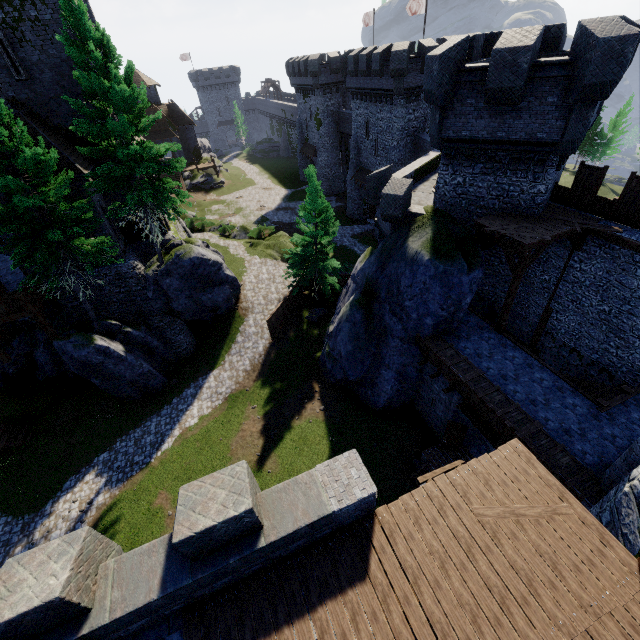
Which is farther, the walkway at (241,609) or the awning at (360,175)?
the awning at (360,175)

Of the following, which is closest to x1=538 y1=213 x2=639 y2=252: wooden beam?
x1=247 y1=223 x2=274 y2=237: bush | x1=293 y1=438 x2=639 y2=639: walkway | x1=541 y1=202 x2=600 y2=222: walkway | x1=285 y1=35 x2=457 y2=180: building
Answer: x1=541 y1=202 x2=600 y2=222: walkway

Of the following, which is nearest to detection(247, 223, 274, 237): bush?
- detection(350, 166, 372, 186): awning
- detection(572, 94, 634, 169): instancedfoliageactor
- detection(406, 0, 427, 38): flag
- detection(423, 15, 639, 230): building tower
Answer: detection(350, 166, 372, 186): awning

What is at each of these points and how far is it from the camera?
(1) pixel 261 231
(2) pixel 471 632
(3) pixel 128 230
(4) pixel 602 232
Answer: (1) bush, 36.4m
(2) walkway, 5.5m
(3) building, 23.9m
(4) wooden beam, 13.6m

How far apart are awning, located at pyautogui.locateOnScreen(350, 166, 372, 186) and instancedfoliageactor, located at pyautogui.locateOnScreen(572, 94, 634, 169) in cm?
3964

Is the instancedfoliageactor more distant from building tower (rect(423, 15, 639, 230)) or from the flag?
building tower (rect(423, 15, 639, 230))

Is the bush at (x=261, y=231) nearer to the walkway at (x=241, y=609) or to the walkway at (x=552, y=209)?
the walkway at (x=552, y=209)

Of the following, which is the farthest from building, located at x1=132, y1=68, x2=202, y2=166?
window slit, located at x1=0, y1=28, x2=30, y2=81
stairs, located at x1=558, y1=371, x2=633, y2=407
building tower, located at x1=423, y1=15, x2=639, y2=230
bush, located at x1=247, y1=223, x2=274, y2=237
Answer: stairs, located at x1=558, y1=371, x2=633, y2=407
